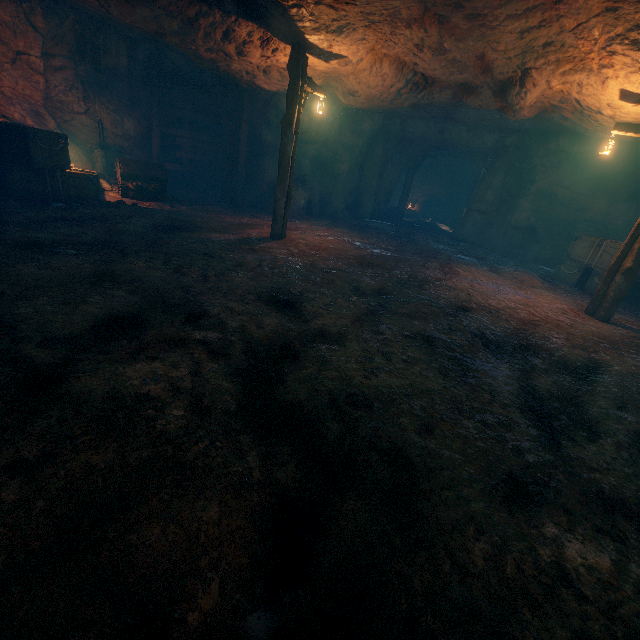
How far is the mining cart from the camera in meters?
10.9 m

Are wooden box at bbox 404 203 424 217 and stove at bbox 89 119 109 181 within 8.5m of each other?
no

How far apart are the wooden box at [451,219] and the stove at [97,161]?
21.24m

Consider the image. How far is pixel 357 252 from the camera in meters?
9.8

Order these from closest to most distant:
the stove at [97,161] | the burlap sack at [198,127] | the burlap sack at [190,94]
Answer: the stove at [97,161], the burlap sack at [190,94], the burlap sack at [198,127]

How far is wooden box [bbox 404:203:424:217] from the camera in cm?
2529

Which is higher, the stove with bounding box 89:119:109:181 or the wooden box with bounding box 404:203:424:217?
the stove with bounding box 89:119:109:181

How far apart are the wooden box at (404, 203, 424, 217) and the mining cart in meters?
18.6
